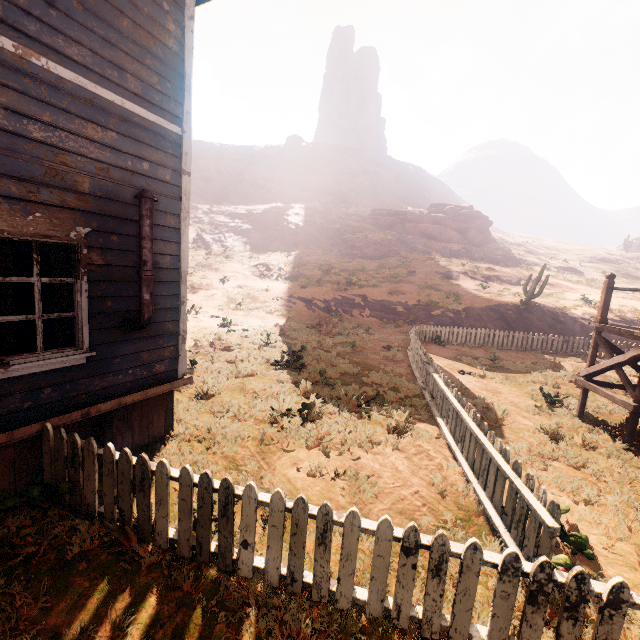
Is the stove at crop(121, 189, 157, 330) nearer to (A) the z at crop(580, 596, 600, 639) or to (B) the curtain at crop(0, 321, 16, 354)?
(B) the curtain at crop(0, 321, 16, 354)

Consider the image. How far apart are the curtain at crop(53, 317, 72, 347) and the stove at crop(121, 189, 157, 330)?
0.55m

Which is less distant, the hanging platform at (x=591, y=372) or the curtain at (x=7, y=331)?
the curtain at (x=7, y=331)

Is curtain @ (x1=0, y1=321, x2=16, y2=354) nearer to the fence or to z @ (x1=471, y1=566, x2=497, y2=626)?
z @ (x1=471, y1=566, x2=497, y2=626)

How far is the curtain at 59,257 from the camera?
3.9 meters

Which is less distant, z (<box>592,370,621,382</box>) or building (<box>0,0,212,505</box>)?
building (<box>0,0,212,505</box>)

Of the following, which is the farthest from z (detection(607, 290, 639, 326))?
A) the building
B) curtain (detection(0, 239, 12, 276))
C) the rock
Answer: the rock

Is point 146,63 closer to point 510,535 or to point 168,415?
point 168,415
